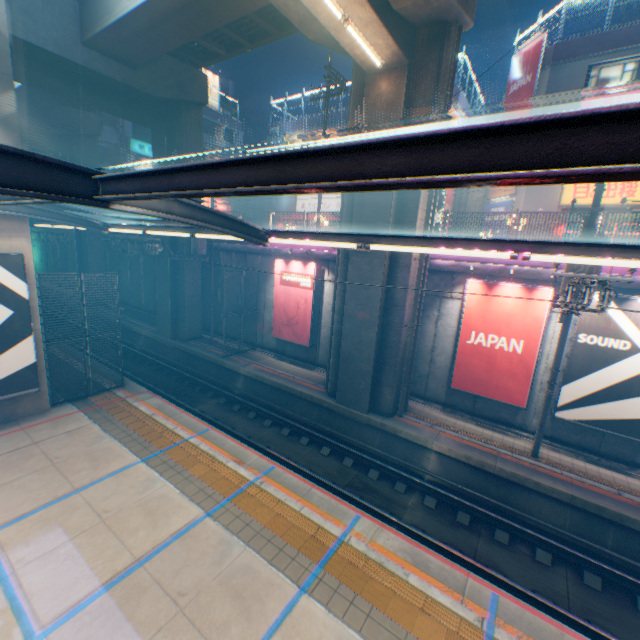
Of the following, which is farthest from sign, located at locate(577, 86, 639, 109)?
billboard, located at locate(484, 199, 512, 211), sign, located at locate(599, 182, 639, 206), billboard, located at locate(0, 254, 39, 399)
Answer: billboard, located at locate(0, 254, 39, 399)

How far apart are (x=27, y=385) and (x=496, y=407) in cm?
1653

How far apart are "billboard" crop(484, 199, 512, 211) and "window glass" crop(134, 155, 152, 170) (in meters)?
32.74

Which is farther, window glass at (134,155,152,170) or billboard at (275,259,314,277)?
window glass at (134,155,152,170)

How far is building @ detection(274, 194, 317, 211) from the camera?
32.69m

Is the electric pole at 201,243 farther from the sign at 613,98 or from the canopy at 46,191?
the sign at 613,98

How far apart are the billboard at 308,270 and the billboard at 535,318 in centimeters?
706cm

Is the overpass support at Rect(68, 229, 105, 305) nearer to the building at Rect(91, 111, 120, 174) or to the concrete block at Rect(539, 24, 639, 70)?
the building at Rect(91, 111, 120, 174)
